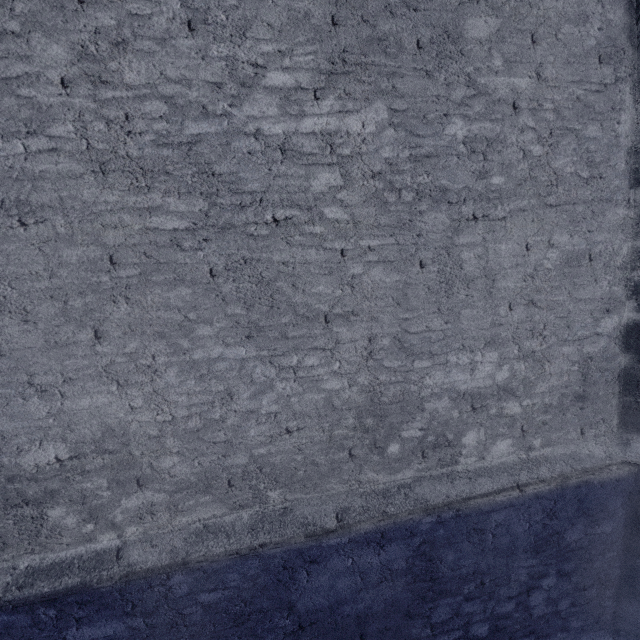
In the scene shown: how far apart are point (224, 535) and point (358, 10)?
4.0m
